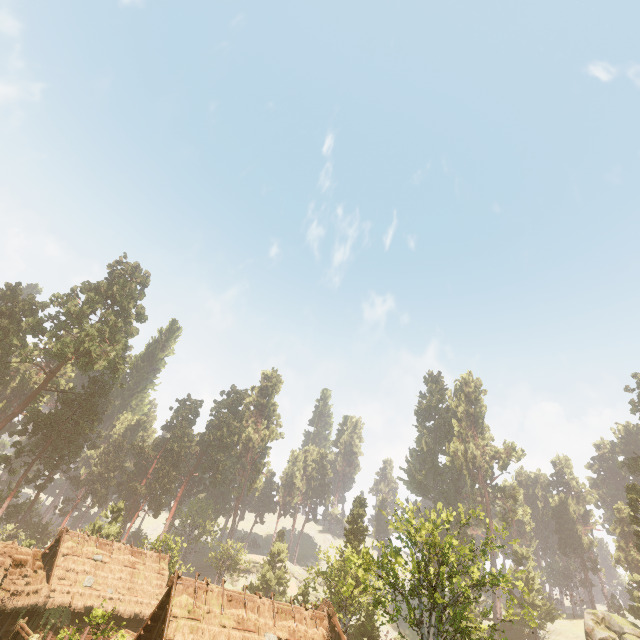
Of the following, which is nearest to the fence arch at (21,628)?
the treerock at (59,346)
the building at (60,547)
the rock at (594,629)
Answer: the building at (60,547)

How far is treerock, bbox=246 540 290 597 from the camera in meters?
52.1 m

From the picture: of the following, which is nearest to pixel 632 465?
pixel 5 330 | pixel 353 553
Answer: pixel 353 553

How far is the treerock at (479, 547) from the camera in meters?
23.6 m

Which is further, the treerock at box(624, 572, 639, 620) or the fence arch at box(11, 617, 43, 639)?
the treerock at box(624, 572, 639, 620)

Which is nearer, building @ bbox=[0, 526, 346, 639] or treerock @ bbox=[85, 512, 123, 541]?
building @ bbox=[0, 526, 346, 639]
